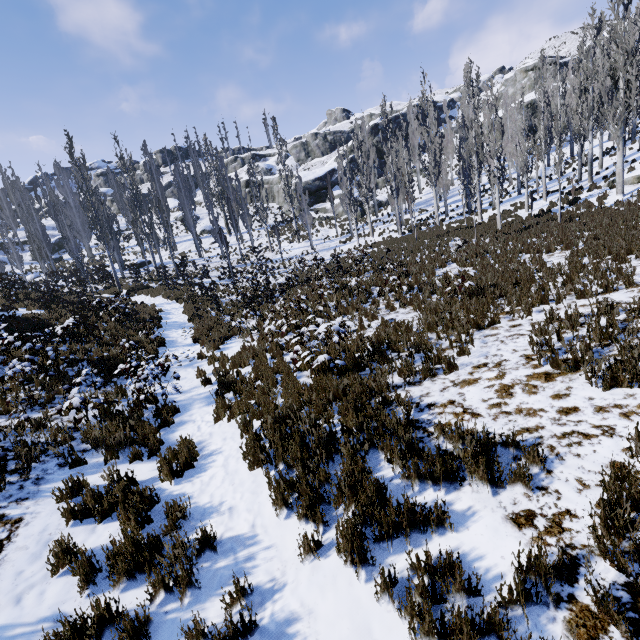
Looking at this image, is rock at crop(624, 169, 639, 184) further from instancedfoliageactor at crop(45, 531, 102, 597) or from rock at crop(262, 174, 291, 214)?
rock at crop(262, 174, 291, 214)

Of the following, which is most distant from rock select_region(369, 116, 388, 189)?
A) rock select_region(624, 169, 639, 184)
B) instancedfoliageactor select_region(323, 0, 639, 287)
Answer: rock select_region(624, 169, 639, 184)

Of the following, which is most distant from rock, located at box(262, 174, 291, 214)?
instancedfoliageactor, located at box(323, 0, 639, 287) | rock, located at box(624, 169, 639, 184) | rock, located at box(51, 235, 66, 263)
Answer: rock, located at box(624, 169, 639, 184)

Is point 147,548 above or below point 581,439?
below

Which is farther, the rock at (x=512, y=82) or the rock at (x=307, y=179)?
the rock at (x=512, y=82)

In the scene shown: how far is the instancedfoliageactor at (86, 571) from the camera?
3.70m

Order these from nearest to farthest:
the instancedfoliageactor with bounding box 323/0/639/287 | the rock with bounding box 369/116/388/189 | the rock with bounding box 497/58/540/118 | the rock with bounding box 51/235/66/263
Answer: the instancedfoliageactor with bounding box 323/0/639/287 → the rock with bounding box 51/235/66/263 → the rock with bounding box 497/58/540/118 → the rock with bounding box 369/116/388/189
